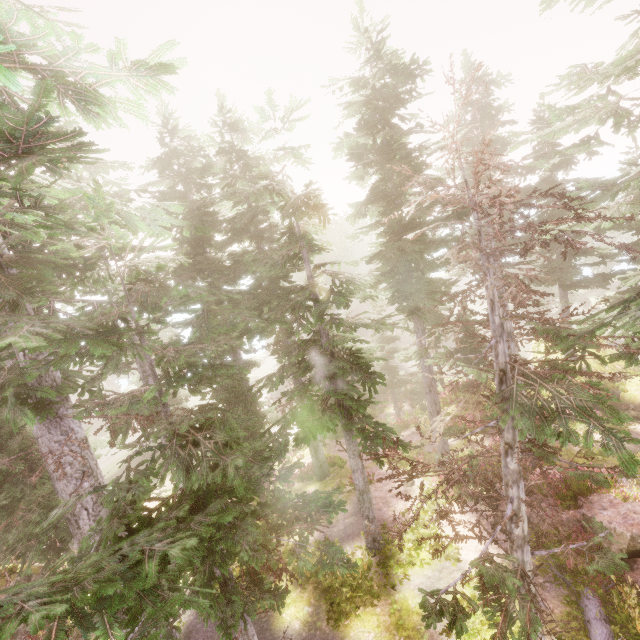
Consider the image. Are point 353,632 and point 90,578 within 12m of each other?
yes

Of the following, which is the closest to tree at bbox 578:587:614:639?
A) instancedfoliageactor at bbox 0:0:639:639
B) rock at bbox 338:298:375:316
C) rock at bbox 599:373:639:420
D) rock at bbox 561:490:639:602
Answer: instancedfoliageactor at bbox 0:0:639:639

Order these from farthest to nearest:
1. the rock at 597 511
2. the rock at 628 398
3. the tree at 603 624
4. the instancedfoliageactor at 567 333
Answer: the rock at 628 398 < the rock at 597 511 < the tree at 603 624 < the instancedfoliageactor at 567 333

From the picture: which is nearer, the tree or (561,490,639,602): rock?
the tree

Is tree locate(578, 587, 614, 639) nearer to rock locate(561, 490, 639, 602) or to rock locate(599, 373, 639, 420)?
rock locate(561, 490, 639, 602)

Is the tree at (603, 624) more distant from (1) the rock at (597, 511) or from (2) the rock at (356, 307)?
(2) the rock at (356, 307)

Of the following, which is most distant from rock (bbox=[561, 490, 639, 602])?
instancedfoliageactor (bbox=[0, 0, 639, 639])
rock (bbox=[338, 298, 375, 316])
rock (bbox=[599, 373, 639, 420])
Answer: rock (bbox=[338, 298, 375, 316])

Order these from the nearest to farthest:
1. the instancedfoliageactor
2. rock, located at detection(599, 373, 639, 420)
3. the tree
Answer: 1. the instancedfoliageactor
2. the tree
3. rock, located at detection(599, 373, 639, 420)
